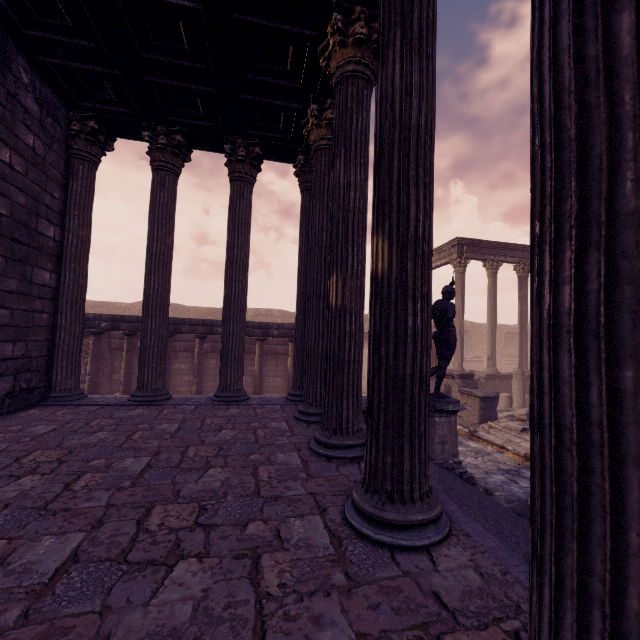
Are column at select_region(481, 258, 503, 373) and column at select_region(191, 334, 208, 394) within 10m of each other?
no

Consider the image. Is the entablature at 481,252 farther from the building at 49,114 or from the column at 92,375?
the column at 92,375

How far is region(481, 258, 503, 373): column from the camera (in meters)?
15.66

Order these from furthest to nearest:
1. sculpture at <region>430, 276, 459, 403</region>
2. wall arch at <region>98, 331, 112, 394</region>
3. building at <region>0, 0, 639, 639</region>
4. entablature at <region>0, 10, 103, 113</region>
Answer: wall arch at <region>98, 331, 112, 394</region> → sculpture at <region>430, 276, 459, 403</region> → entablature at <region>0, 10, 103, 113</region> → building at <region>0, 0, 639, 639</region>

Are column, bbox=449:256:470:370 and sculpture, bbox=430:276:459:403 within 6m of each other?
no

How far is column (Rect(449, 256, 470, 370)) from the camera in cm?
1526

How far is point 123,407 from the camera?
5.2m

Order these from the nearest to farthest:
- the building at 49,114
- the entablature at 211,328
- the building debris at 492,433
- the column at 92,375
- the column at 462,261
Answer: the building at 49,114 < the building debris at 492,433 < the column at 92,375 < the entablature at 211,328 < the column at 462,261
